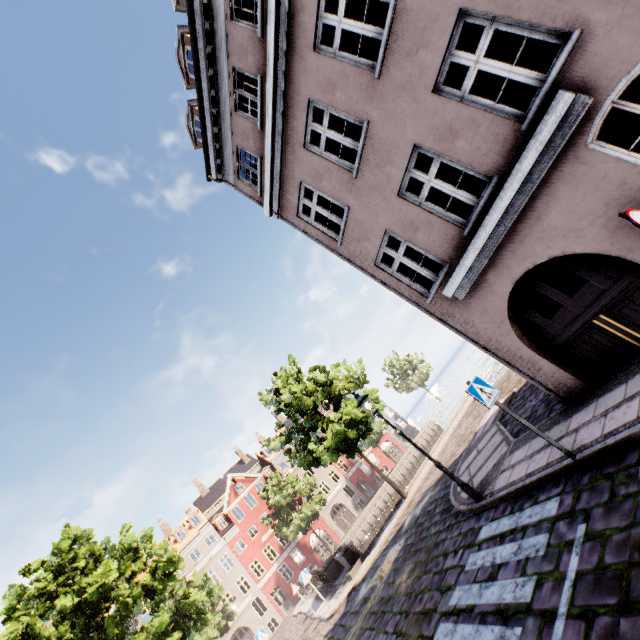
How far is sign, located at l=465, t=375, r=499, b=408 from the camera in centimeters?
575cm

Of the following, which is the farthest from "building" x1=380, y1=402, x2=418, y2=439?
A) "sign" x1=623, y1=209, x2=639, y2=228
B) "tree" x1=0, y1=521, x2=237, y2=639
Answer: "tree" x1=0, y1=521, x2=237, y2=639

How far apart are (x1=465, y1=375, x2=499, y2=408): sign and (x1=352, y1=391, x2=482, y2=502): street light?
3.2m

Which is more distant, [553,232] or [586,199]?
[553,232]

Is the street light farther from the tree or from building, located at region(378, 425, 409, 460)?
the tree

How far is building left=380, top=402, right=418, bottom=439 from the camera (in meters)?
51.31

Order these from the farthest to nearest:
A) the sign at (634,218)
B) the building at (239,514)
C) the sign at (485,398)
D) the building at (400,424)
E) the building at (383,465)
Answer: the building at (400,424) → the building at (383,465) → the building at (239,514) → the sign at (485,398) → the sign at (634,218)

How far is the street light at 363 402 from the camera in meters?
7.8 m
